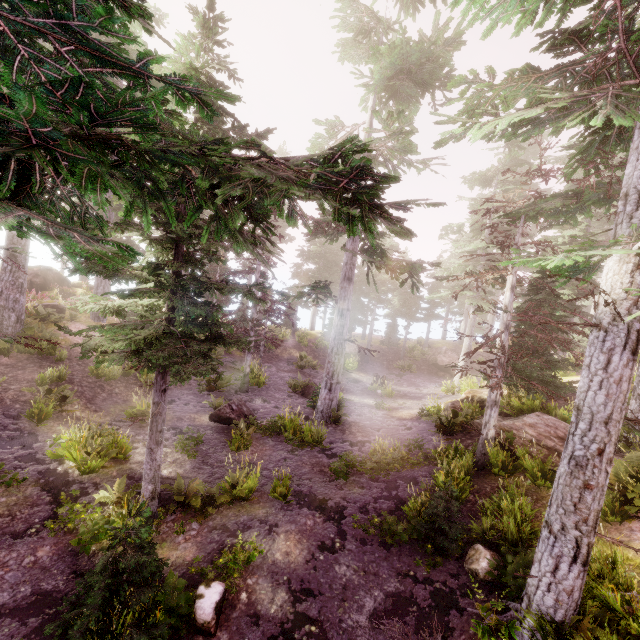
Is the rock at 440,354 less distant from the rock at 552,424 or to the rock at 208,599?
the rock at 552,424

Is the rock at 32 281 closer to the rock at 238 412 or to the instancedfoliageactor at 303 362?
the instancedfoliageactor at 303 362

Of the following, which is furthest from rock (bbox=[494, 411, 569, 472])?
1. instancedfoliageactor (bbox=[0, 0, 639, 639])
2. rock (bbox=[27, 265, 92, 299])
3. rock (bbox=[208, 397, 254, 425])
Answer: rock (bbox=[27, 265, 92, 299])

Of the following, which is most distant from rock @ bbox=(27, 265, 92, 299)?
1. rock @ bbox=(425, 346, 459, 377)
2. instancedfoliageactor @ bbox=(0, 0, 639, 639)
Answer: rock @ bbox=(425, 346, 459, 377)

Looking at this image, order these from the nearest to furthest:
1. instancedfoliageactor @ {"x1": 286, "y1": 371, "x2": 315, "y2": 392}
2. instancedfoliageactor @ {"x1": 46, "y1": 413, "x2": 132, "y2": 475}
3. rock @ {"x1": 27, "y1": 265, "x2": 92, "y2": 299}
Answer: instancedfoliageactor @ {"x1": 46, "y1": 413, "x2": 132, "y2": 475}
instancedfoliageactor @ {"x1": 286, "y1": 371, "x2": 315, "y2": 392}
rock @ {"x1": 27, "y1": 265, "x2": 92, "y2": 299}

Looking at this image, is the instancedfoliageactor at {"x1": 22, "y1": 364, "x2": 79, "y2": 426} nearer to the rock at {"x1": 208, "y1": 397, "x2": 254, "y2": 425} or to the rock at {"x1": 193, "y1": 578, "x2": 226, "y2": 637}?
the rock at {"x1": 193, "y1": 578, "x2": 226, "y2": 637}

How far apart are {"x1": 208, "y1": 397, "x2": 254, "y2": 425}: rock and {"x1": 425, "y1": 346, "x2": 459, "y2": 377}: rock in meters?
20.2

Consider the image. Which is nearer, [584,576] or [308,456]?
[584,576]
